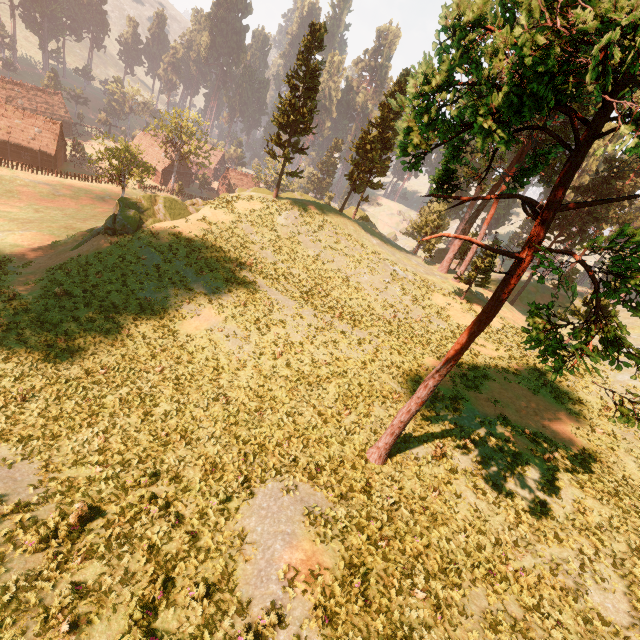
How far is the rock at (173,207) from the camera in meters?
25.9 m

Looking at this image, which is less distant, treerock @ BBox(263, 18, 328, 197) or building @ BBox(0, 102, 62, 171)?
treerock @ BBox(263, 18, 328, 197)

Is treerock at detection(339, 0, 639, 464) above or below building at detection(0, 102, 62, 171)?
above

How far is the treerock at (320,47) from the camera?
30.5m

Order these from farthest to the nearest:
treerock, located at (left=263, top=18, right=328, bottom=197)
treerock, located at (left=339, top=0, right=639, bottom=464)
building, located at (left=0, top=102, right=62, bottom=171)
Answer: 1. building, located at (left=0, top=102, right=62, bottom=171)
2. treerock, located at (left=263, top=18, right=328, bottom=197)
3. treerock, located at (left=339, top=0, right=639, bottom=464)

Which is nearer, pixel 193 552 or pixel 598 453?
pixel 193 552

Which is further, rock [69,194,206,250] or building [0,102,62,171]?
building [0,102,62,171]

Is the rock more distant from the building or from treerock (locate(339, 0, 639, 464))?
the building
